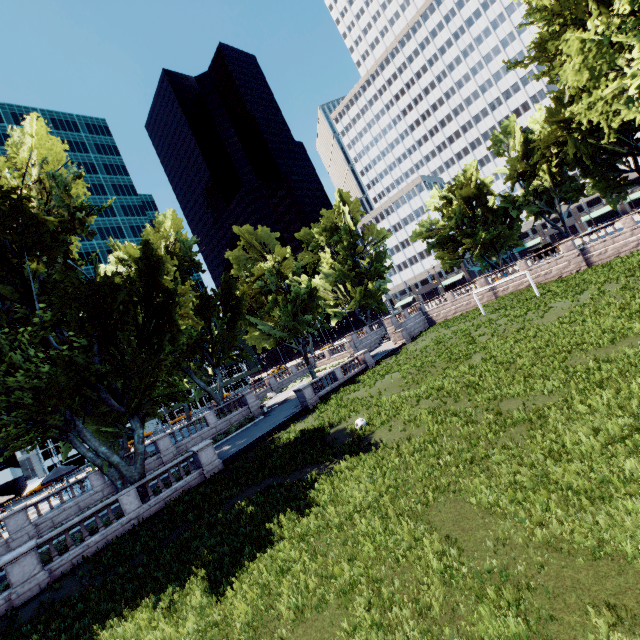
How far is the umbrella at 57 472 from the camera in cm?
2781

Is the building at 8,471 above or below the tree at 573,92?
below

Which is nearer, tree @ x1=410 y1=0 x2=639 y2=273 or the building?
tree @ x1=410 y1=0 x2=639 y2=273

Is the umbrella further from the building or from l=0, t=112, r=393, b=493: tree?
the building

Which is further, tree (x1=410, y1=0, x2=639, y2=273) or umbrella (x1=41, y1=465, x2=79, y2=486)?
umbrella (x1=41, y1=465, x2=79, y2=486)

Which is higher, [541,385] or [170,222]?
[170,222]

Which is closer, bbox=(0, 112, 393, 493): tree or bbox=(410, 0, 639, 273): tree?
bbox=(0, 112, 393, 493): tree
